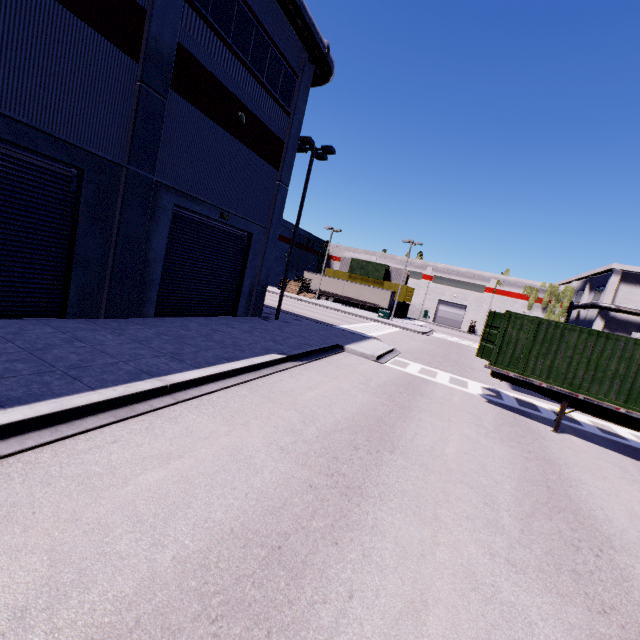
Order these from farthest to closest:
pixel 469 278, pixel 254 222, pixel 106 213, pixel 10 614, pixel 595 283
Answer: pixel 469 278
pixel 595 283
pixel 254 222
pixel 106 213
pixel 10 614

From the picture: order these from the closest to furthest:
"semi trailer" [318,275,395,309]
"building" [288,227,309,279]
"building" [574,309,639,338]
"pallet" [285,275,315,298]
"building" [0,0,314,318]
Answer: "building" [0,0,314,318] → "pallet" [285,275,315,298] → "semi trailer" [318,275,395,309] → "building" [574,309,639,338] → "building" [288,227,309,279]

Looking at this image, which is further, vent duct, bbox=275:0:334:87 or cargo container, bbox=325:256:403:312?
cargo container, bbox=325:256:403:312

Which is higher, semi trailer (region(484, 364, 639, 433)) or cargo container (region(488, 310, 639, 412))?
cargo container (region(488, 310, 639, 412))

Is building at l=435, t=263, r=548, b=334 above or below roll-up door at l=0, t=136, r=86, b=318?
above

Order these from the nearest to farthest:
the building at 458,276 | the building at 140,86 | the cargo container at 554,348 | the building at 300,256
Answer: the building at 140,86 < the cargo container at 554,348 < the building at 458,276 < the building at 300,256

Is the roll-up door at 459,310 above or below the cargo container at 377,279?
below

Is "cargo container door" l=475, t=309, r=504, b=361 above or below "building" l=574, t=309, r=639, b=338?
below
